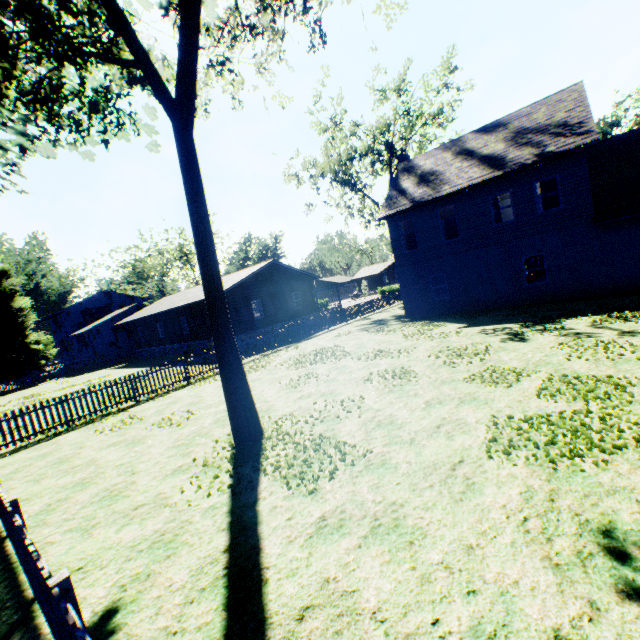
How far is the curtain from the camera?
19.0 meters

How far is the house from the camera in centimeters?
3894cm

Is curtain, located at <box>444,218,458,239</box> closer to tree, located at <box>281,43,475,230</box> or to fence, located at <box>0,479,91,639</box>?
fence, located at <box>0,479,91,639</box>

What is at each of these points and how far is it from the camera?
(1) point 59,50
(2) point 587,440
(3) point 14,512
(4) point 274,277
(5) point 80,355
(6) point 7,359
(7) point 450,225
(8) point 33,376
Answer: (1) plant, 6.2m
(2) plant, 4.7m
(3) fence, 3.7m
(4) flat, 29.0m
(5) house, 44.1m
(6) plant, 33.8m
(7) curtain, 19.1m
(8) fence, 32.4m

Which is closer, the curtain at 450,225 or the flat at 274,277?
the curtain at 450,225

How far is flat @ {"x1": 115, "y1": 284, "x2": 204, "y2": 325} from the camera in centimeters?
2728cm

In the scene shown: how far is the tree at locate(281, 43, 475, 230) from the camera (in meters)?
29.56

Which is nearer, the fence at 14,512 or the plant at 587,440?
the fence at 14,512
